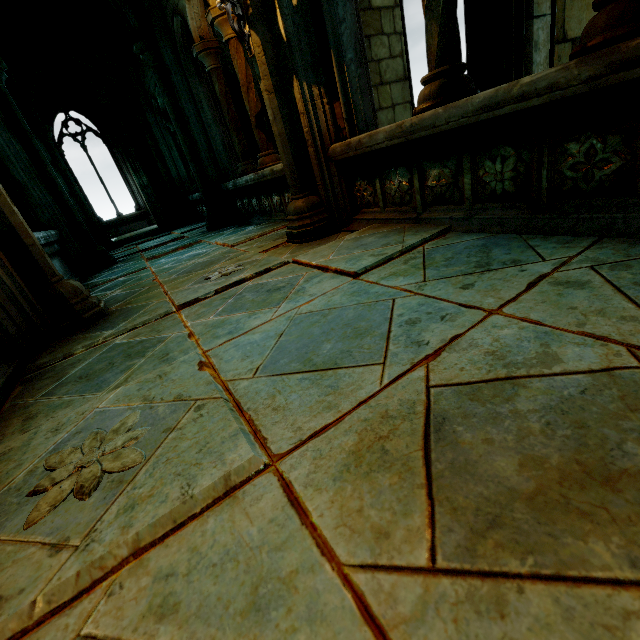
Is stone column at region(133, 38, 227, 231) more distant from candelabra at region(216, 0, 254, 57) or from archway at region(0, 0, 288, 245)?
candelabra at region(216, 0, 254, 57)

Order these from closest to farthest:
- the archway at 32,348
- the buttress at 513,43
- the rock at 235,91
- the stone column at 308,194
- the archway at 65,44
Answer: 1. the archway at 32,348
2. the stone column at 308,194
3. the buttress at 513,43
4. the archway at 65,44
5. the rock at 235,91

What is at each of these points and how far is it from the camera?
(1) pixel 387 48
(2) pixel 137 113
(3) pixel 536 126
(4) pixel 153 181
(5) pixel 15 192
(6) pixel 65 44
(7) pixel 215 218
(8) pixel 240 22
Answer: (1) buttress, 7.7m
(2) stone column, 8.8m
(3) archway, 1.7m
(4) building, 9.7m
(5) archway, 4.9m
(6) archway, 7.8m
(7) stone column, 6.7m
(8) candelabra, 2.8m

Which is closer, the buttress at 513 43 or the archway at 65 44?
the buttress at 513 43

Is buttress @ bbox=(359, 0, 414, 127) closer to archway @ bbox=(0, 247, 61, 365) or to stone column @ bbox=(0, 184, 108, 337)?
archway @ bbox=(0, 247, 61, 365)

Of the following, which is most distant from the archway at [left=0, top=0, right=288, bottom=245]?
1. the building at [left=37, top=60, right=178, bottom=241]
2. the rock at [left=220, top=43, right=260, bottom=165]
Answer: the rock at [left=220, top=43, right=260, bottom=165]

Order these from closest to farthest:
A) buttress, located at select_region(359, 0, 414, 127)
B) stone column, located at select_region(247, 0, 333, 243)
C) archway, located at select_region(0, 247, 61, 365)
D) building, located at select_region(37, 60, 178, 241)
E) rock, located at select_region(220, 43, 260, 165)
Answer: archway, located at select_region(0, 247, 61, 365) < stone column, located at select_region(247, 0, 333, 243) < buttress, located at select_region(359, 0, 414, 127) < rock, located at select_region(220, 43, 260, 165) < building, located at select_region(37, 60, 178, 241)

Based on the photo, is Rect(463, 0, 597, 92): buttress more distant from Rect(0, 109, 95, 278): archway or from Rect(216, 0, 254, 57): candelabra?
Rect(216, 0, 254, 57): candelabra
